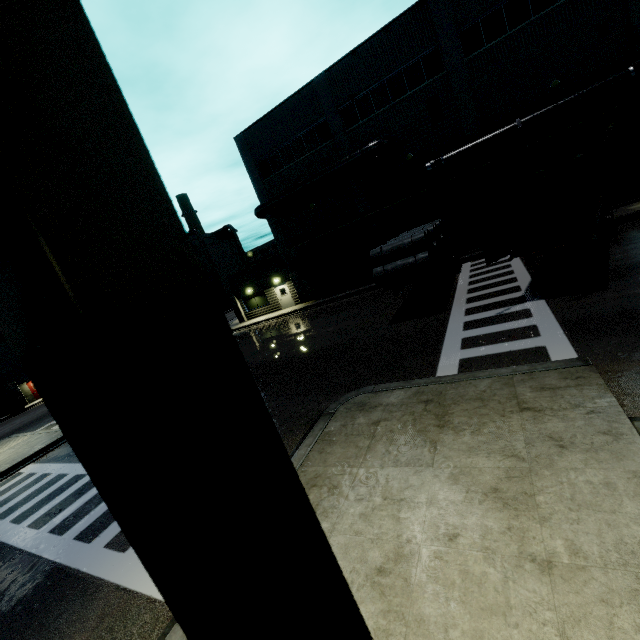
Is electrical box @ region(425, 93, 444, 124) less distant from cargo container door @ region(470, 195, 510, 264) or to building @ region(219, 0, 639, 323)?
building @ region(219, 0, 639, 323)

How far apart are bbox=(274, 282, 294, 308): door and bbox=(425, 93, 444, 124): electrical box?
16.3 meters

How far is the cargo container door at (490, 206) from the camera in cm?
966

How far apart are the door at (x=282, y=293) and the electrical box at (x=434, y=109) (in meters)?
16.29

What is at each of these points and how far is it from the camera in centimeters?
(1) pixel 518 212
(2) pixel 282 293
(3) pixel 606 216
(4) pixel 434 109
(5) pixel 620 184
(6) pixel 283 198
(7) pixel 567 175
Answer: (1) cargo container, 1148cm
(2) door, 3014cm
(3) semi trailer, 1331cm
(4) electrical box, 2014cm
(5) roll-up door, 1811cm
(6) vent duct, 2548cm
(7) cargo container door, 848cm

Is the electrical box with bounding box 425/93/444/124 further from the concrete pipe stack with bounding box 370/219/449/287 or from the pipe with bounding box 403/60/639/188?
the concrete pipe stack with bounding box 370/219/449/287

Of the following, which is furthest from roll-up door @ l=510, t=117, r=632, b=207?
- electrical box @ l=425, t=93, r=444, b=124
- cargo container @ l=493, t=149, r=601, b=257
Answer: electrical box @ l=425, t=93, r=444, b=124

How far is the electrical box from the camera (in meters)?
19.94
